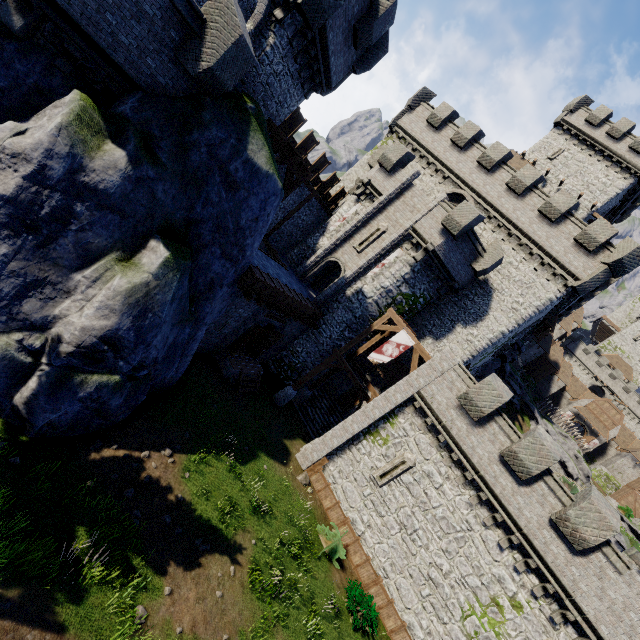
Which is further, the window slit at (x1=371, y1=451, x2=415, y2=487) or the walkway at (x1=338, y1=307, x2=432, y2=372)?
the walkway at (x1=338, y1=307, x2=432, y2=372)

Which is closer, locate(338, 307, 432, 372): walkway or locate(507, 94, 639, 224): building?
locate(338, 307, 432, 372): walkway

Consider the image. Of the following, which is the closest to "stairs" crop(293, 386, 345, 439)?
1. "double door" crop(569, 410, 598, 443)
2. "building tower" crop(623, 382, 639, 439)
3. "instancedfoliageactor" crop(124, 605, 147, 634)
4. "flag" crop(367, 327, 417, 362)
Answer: "flag" crop(367, 327, 417, 362)

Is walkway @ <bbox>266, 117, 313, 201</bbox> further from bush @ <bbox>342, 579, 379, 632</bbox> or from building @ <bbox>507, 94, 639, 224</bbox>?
building @ <bbox>507, 94, 639, 224</bbox>

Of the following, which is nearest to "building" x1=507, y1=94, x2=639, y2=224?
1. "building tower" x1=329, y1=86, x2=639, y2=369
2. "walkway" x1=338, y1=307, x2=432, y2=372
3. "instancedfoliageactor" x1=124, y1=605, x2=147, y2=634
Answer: "building tower" x1=329, y1=86, x2=639, y2=369

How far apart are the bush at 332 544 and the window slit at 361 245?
16.4m

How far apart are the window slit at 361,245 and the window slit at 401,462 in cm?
1305

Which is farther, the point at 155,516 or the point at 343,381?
the point at 343,381
